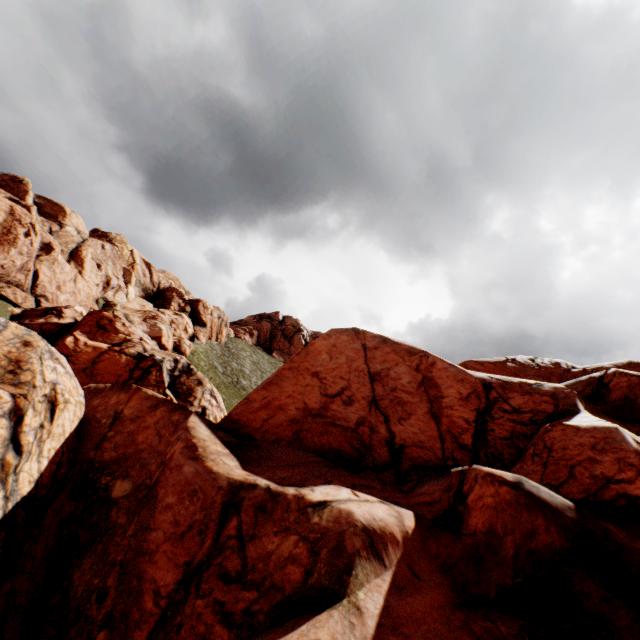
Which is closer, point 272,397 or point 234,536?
point 234,536
